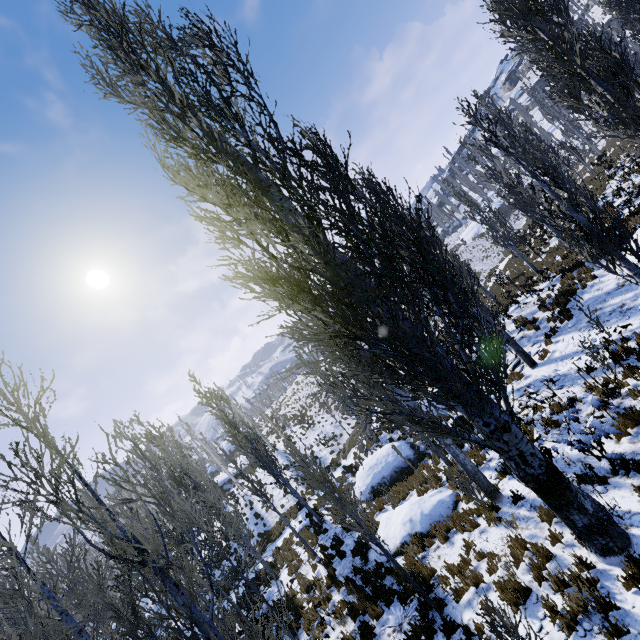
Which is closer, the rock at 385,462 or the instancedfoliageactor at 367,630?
the instancedfoliageactor at 367,630

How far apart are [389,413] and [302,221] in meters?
3.5

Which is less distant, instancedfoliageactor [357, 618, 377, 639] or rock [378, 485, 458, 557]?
instancedfoliageactor [357, 618, 377, 639]

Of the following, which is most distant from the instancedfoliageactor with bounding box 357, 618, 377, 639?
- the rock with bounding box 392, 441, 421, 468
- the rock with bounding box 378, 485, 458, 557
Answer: the rock with bounding box 392, 441, 421, 468

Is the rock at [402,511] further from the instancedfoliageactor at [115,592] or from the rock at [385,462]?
the rock at [385,462]

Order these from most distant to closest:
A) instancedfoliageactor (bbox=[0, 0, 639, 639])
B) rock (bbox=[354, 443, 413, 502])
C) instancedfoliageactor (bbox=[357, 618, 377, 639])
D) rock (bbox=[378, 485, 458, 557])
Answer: rock (bbox=[354, 443, 413, 502]) → rock (bbox=[378, 485, 458, 557]) → instancedfoliageactor (bbox=[357, 618, 377, 639]) → instancedfoliageactor (bbox=[0, 0, 639, 639])

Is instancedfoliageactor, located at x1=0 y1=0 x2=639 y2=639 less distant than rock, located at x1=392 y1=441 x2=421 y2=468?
Yes
